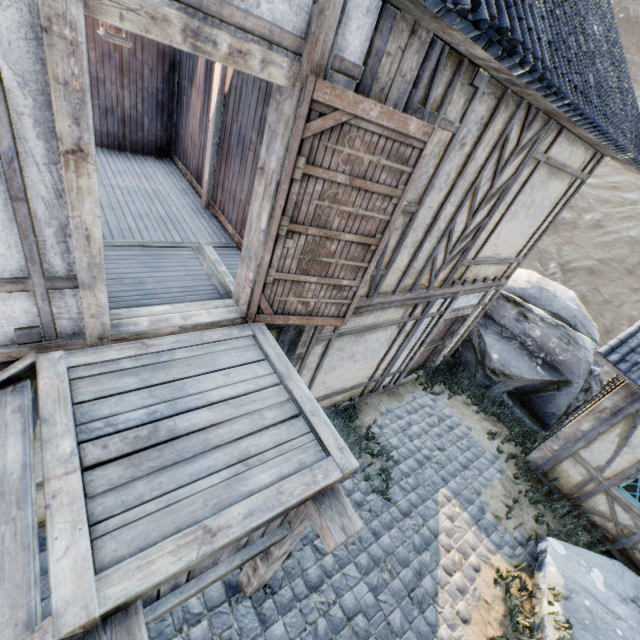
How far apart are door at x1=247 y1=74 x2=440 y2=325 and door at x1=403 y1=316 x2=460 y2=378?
3.59m

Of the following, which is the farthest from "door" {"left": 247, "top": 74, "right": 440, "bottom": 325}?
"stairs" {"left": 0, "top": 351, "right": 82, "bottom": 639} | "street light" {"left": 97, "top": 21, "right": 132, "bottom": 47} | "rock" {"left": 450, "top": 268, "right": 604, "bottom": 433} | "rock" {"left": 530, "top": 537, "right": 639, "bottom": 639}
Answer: "rock" {"left": 450, "top": 268, "right": 604, "bottom": 433}

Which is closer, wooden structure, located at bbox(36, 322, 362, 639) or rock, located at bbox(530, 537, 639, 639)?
wooden structure, located at bbox(36, 322, 362, 639)

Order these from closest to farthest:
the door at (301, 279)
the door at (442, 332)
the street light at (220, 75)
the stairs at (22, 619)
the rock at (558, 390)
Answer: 1. the stairs at (22, 619)
2. the door at (301, 279)
3. the street light at (220, 75)
4. the door at (442, 332)
5. the rock at (558, 390)

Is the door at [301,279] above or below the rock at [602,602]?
above

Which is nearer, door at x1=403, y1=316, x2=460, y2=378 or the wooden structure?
the wooden structure

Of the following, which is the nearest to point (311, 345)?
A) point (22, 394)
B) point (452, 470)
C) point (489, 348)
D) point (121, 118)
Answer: point (22, 394)

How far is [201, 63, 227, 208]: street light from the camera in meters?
4.4
